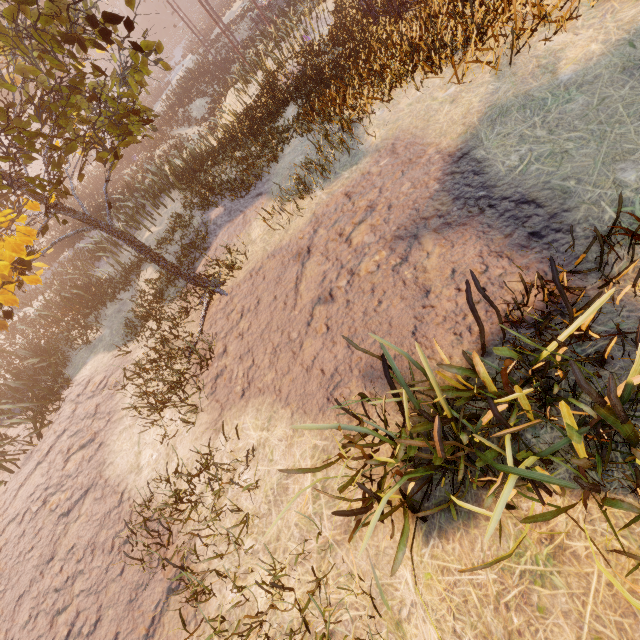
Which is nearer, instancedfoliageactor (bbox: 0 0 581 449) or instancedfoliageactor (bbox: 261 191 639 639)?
instancedfoliageactor (bbox: 261 191 639 639)

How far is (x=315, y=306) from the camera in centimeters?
507cm

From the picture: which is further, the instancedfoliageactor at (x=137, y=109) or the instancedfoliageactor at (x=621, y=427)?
the instancedfoliageactor at (x=137, y=109)
